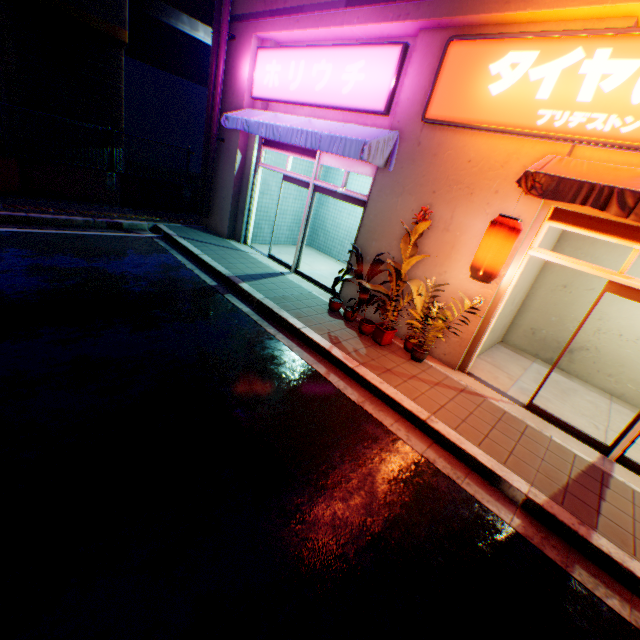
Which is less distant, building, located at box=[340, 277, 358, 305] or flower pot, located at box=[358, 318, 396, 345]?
flower pot, located at box=[358, 318, 396, 345]

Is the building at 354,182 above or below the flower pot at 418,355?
above

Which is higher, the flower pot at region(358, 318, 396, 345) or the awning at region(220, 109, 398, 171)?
the awning at region(220, 109, 398, 171)

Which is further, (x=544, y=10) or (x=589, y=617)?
(x=544, y=10)

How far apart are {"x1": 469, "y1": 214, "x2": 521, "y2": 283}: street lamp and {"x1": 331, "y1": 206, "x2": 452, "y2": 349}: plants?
0.64m

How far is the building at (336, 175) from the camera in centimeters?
1109cm

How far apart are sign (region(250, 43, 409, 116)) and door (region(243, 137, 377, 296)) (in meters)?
0.66

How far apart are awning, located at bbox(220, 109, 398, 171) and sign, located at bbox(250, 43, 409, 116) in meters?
0.1
